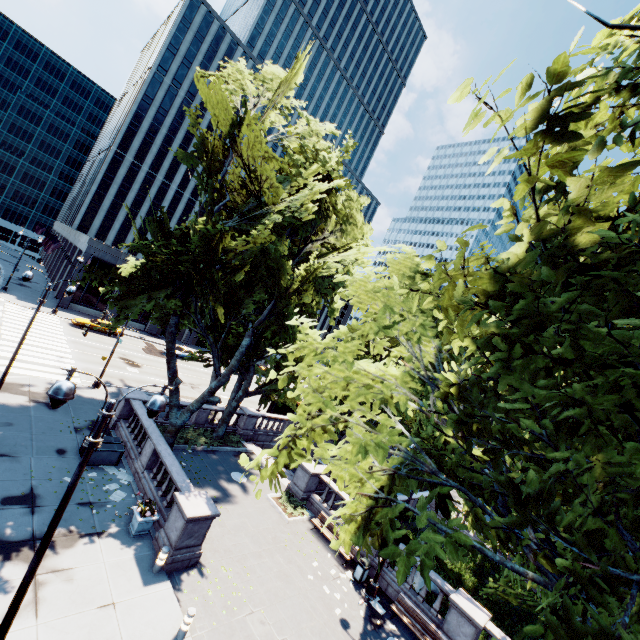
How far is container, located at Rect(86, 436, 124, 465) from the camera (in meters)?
15.36

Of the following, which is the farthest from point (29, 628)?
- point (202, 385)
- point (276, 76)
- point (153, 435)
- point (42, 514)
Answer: point (202, 385)

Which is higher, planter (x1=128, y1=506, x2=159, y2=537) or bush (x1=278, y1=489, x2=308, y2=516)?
planter (x1=128, y1=506, x2=159, y2=537)

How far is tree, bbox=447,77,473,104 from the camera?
3.42m

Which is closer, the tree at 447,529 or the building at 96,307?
the tree at 447,529

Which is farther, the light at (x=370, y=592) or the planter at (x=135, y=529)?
the light at (x=370, y=592)

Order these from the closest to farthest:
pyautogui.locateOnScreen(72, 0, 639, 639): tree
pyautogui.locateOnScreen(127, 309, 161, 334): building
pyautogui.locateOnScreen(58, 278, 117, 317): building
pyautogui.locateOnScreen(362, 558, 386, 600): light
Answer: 1. pyautogui.locateOnScreen(72, 0, 639, 639): tree
2. pyautogui.locateOnScreen(362, 558, 386, 600): light
3. pyautogui.locateOnScreen(58, 278, 117, 317): building
4. pyautogui.locateOnScreen(127, 309, 161, 334): building

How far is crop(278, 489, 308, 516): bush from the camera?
18.8 meters
